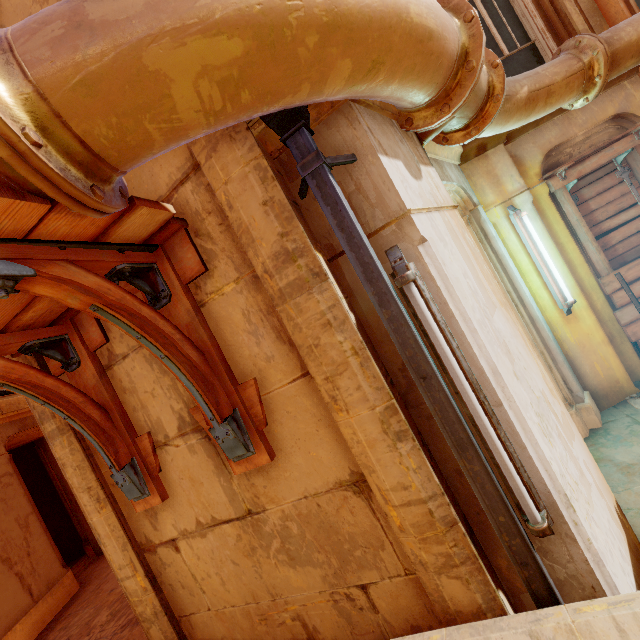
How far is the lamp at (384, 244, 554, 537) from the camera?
1.6 meters

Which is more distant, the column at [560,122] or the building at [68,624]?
the building at [68,624]

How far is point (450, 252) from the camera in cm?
203

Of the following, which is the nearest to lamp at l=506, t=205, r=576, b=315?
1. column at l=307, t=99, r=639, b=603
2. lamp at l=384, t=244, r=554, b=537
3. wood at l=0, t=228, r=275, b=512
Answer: column at l=307, t=99, r=639, b=603

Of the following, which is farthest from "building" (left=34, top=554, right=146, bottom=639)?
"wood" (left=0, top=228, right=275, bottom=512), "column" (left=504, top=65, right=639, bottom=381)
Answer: "wood" (left=0, top=228, right=275, bottom=512)

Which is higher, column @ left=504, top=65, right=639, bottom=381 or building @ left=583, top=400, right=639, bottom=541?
column @ left=504, top=65, right=639, bottom=381

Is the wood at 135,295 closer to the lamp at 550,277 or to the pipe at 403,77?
the pipe at 403,77
